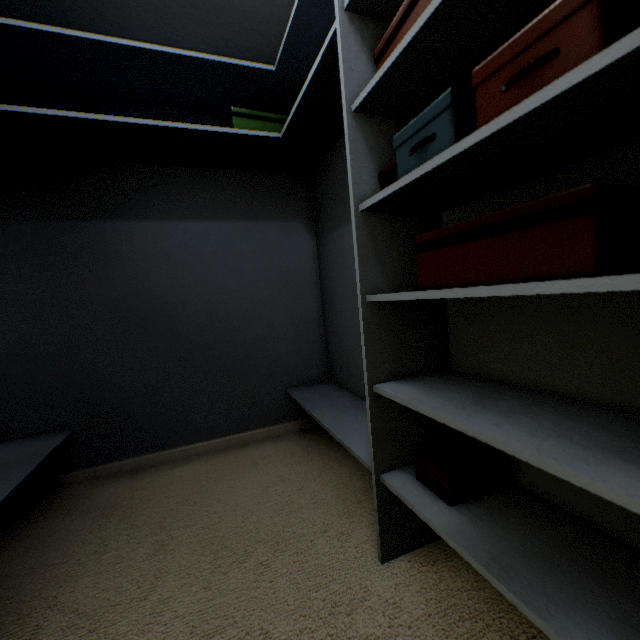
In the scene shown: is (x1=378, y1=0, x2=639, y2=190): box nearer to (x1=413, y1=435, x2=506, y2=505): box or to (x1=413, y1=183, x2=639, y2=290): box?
(x1=413, y1=183, x2=639, y2=290): box

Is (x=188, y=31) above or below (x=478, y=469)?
above

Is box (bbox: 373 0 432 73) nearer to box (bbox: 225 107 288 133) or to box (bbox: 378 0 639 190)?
box (bbox: 378 0 639 190)

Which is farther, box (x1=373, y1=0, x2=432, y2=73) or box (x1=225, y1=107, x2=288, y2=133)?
box (x1=225, y1=107, x2=288, y2=133)

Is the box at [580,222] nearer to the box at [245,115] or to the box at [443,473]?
the box at [443,473]

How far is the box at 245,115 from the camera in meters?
1.7

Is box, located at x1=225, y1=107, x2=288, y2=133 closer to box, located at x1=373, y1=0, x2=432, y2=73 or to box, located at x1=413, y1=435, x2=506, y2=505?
A: box, located at x1=373, y1=0, x2=432, y2=73
